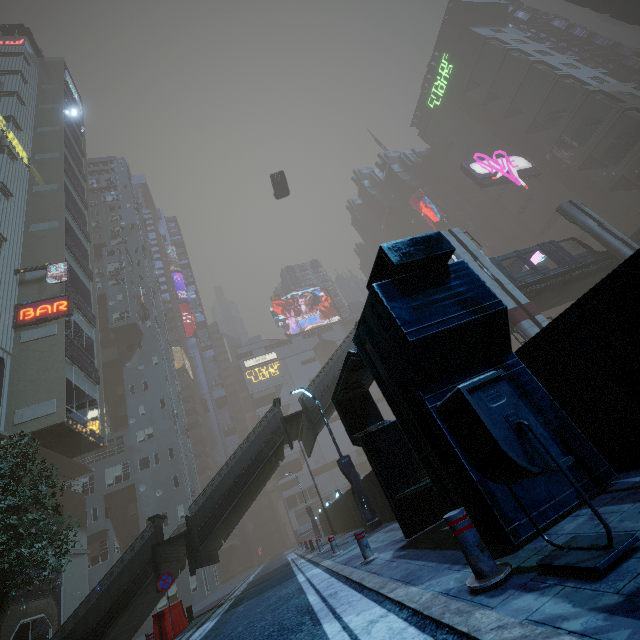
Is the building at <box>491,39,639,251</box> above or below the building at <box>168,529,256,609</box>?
above

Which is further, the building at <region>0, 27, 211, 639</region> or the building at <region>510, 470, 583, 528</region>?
the building at <region>0, 27, 211, 639</region>

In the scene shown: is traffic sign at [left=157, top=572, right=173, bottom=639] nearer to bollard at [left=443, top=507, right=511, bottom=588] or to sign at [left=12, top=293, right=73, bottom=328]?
bollard at [left=443, top=507, right=511, bottom=588]

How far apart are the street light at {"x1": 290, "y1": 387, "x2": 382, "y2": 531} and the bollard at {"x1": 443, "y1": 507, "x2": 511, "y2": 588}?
11.4m

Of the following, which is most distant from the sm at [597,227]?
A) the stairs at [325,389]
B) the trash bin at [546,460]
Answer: the trash bin at [546,460]

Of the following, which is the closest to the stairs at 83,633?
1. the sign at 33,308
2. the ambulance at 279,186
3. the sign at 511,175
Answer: the sign at 33,308

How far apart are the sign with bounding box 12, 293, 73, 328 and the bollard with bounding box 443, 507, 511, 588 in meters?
28.0 m

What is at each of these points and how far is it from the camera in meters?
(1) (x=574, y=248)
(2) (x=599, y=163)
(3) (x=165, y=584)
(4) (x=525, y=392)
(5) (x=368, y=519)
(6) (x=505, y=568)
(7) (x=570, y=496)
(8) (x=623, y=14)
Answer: (1) building, 56.3 m
(2) building, 49.9 m
(3) traffic sign, 10.8 m
(4) building, 4.5 m
(5) street light, 13.2 m
(6) bollard, 2.9 m
(7) building, 3.7 m
(8) building, 39.6 m
